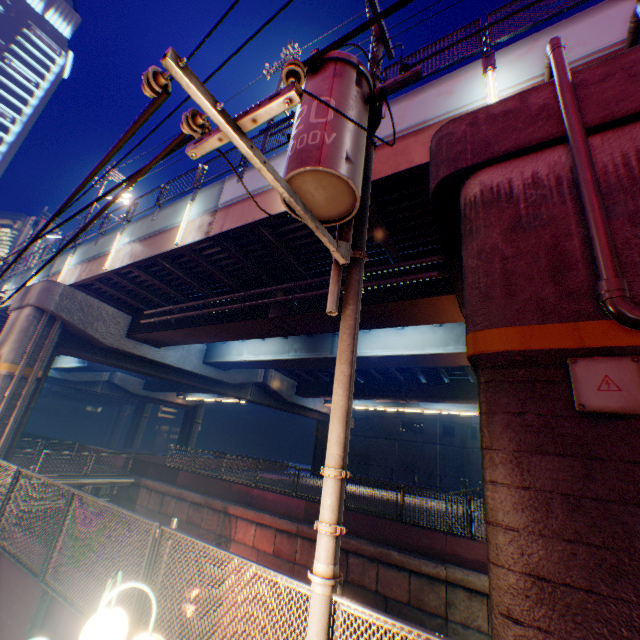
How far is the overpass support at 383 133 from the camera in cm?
783

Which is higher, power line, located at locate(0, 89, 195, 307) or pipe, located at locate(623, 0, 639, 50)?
pipe, located at locate(623, 0, 639, 50)

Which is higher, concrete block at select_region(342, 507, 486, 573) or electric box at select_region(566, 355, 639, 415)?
electric box at select_region(566, 355, 639, 415)

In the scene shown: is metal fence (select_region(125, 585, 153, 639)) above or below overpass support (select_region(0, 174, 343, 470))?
below

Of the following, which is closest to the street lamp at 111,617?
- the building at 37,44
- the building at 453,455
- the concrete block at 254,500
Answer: the concrete block at 254,500

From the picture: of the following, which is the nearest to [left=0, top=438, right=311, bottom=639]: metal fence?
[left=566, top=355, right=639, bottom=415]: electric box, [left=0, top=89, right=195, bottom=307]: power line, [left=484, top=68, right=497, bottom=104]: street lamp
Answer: [left=566, top=355, right=639, bottom=415]: electric box

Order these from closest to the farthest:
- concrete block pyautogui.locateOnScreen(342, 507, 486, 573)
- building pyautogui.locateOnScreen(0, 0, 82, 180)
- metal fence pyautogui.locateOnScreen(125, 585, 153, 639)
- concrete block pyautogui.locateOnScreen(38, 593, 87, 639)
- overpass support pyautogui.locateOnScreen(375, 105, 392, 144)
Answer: metal fence pyautogui.locateOnScreen(125, 585, 153, 639), concrete block pyautogui.locateOnScreen(38, 593, 87, 639), overpass support pyautogui.locateOnScreen(375, 105, 392, 144), concrete block pyautogui.locateOnScreen(342, 507, 486, 573), building pyautogui.locateOnScreen(0, 0, 82, 180)

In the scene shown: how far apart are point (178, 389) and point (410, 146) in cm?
4073
